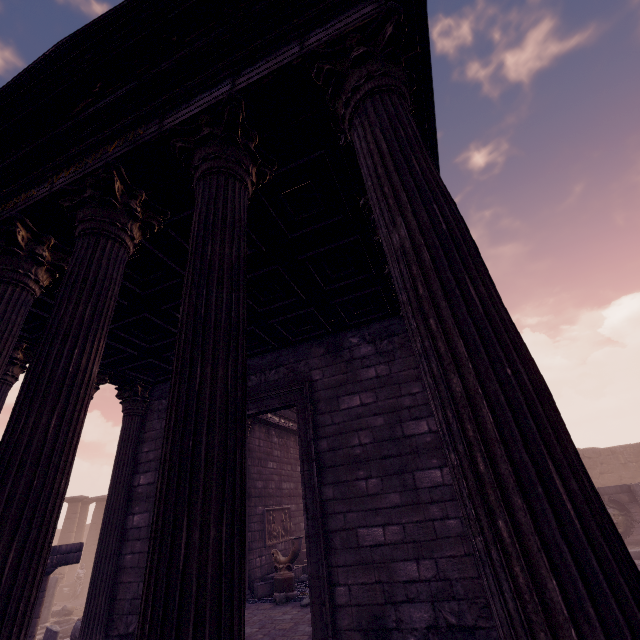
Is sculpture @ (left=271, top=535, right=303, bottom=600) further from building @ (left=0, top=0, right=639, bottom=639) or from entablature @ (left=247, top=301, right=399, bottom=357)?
entablature @ (left=247, top=301, right=399, bottom=357)

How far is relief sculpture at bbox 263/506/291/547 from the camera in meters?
10.6

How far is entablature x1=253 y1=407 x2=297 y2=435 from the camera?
11.91m

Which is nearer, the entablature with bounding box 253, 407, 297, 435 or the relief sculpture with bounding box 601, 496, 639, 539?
the entablature with bounding box 253, 407, 297, 435

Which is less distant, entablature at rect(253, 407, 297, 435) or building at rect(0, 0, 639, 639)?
building at rect(0, 0, 639, 639)

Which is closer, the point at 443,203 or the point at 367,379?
the point at 443,203

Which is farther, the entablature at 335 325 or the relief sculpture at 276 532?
the relief sculpture at 276 532

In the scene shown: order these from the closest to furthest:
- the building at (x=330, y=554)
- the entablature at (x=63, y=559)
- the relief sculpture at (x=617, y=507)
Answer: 1. the building at (x=330, y=554)
2. the entablature at (x=63, y=559)
3. the relief sculpture at (x=617, y=507)
